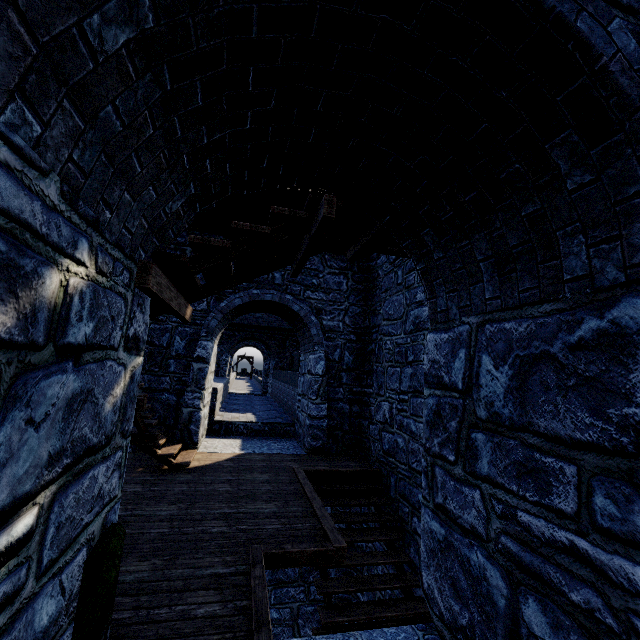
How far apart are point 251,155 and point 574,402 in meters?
2.9
